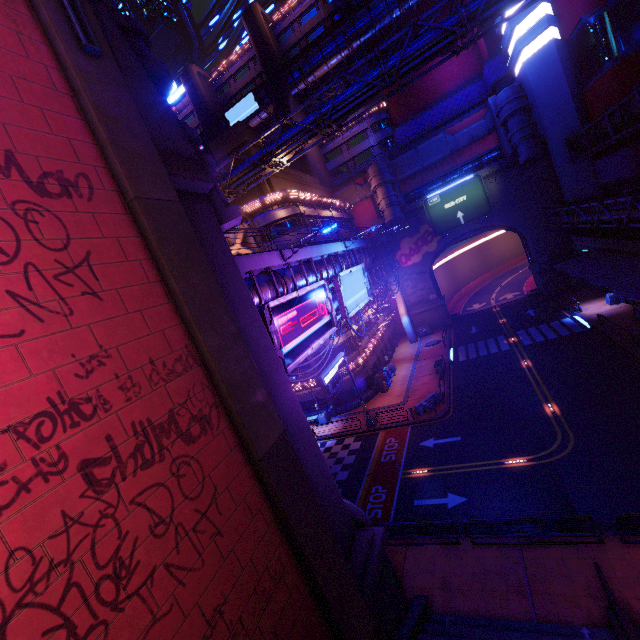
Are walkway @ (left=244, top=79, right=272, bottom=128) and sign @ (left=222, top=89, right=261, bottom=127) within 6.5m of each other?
yes

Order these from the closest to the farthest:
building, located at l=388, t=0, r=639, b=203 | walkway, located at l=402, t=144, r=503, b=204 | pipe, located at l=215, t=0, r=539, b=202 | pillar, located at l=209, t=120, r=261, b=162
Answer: pipe, located at l=215, t=0, r=539, b=202, building, located at l=388, t=0, r=639, b=203, pillar, located at l=209, t=120, r=261, b=162, walkway, located at l=402, t=144, r=503, b=204

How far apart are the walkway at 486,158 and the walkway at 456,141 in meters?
1.5

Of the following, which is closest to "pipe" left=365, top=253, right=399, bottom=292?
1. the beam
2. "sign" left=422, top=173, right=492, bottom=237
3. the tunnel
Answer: the tunnel

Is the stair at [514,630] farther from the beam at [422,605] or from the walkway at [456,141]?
the walkway at [456,141]

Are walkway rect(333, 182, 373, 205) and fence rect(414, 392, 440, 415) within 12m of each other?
no

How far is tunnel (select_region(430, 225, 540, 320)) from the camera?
45.4m

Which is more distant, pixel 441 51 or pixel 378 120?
pixel 378 120
